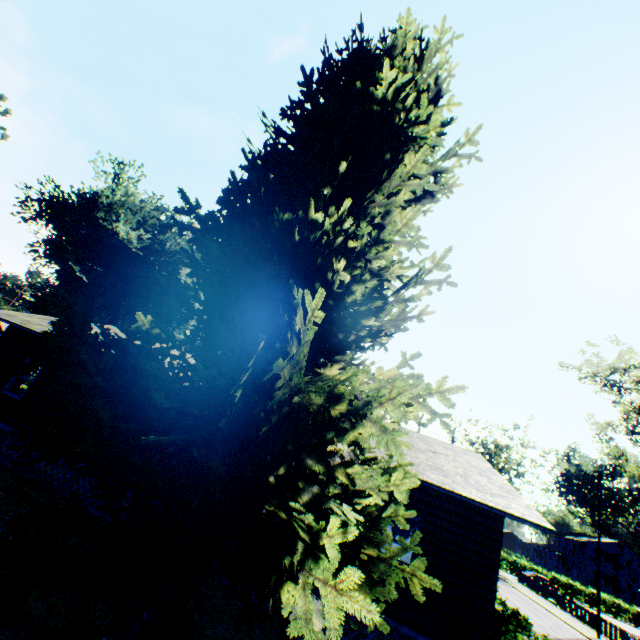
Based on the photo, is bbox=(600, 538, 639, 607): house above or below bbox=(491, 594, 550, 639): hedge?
above

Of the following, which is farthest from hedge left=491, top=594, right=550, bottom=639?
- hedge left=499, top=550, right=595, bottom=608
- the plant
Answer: hedge left=499, top=550, right=595, bottom=608

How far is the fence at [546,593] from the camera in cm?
2773

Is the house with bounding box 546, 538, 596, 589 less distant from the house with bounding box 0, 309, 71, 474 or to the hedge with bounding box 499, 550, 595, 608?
the hedge with bounding box 499, 550, 595, 608

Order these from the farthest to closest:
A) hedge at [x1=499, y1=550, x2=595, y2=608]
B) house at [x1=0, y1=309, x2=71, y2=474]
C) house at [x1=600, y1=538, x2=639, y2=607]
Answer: house at [x1=600, y1=538, x2=639, y2=607]
hedge at [x1=499, y1=550, x2=595, y2=608]
house at [x1=0, y1=309, x2=71, y2=474]

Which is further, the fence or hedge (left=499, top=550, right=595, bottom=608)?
hedge (left=499, top=550, right=595, bottom=608)

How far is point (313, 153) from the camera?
8.2 meters

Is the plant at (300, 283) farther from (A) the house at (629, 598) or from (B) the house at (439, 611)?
(A) the house at (629, 598)
